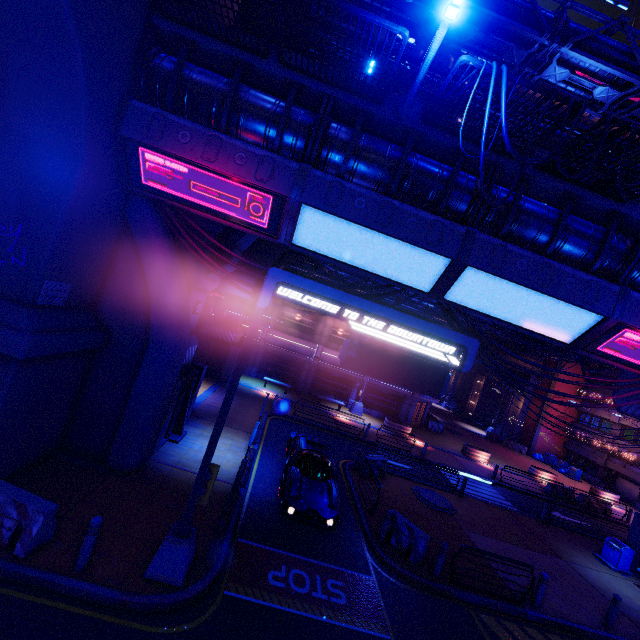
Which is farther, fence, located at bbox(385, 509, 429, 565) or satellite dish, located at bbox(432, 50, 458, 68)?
satellite dish, located at bbox(432, 50, 458, 68)

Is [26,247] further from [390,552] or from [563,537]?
[563,537]

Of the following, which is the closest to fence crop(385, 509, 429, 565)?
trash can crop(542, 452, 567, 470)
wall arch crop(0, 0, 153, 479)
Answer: wall arch crop(0, 0, 153, 479)

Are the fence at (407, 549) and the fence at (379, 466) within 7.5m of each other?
yes

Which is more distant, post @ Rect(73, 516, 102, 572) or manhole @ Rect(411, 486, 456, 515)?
manhole @ Rect(411, 486, 456, 515)

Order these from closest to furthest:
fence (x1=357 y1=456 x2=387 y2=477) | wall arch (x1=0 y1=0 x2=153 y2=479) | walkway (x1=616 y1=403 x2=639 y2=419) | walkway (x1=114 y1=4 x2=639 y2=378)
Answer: wall arch (x1=0 y1=0 x2=153 y2=479), walkway (x1=114 y1=4 x2=639 y2=378), fence (x1=357 y1=456 x2=387 y2=477), walkway (x1=616 y1=403 x2=639 y2=419)

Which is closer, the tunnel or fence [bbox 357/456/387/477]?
fence [bbox 357/456/387/477]

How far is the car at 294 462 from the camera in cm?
1038
